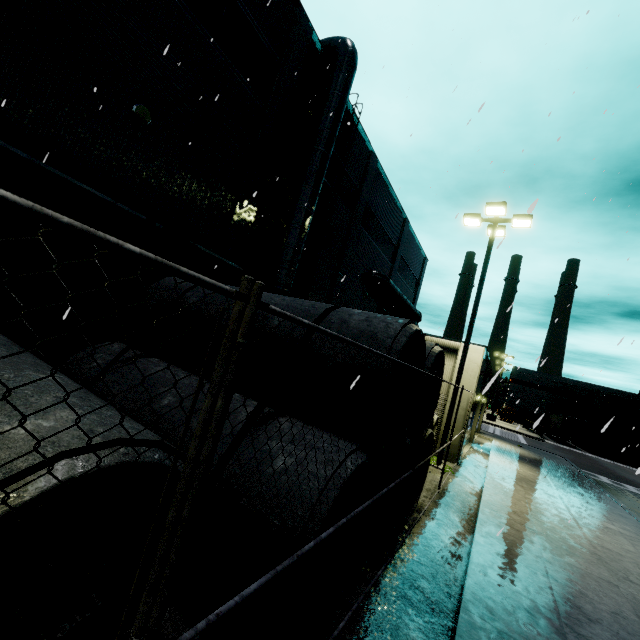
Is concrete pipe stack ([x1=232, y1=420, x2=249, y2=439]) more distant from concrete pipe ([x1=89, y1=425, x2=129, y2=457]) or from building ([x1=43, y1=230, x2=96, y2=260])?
building ([x1=43, y1=230, x2=96, y2=260])

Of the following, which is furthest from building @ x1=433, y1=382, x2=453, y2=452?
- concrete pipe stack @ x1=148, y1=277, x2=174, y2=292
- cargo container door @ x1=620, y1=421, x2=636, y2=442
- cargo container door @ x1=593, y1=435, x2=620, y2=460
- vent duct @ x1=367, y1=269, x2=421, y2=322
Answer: cargo container door @ x1=593, y1=435, x2=620, y2=460

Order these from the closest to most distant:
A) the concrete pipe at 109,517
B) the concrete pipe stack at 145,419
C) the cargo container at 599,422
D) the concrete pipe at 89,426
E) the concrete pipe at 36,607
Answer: the concrete pipe at 89,426 → the concrete pipe at 36,607 → the concrete pipe at 109,517 → the concrete pipe stack at 145,419 → the cargo container at 599,422

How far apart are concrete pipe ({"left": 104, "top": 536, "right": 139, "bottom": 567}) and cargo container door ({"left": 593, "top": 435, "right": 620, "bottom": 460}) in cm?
5545

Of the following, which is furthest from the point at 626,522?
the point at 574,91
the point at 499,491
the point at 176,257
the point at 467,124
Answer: the point at 176,257

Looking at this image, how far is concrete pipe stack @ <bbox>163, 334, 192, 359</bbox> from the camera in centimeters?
574cm

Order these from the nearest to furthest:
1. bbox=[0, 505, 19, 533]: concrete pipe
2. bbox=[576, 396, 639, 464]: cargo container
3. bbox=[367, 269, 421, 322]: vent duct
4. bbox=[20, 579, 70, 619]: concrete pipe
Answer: bbox=[0, 505, 19, 533]: concrete pipe
bbox=[20, 579, 70, 619]: concrete pipe
bbox=[367, 269, 421, 322]: vent duct
bbox=[576, 396, 639, 464]: cargo container

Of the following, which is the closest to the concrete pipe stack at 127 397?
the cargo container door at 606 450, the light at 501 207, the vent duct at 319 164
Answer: the vent duct at 319 164
